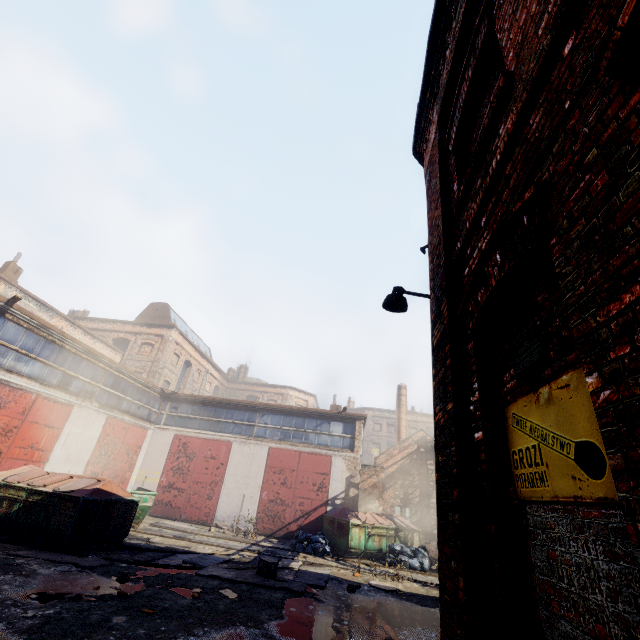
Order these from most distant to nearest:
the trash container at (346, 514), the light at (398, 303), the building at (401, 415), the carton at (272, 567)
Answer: the building at (401, 415), the trash container at (346, 514), the carton at (272, 567), the light at (398, 303)

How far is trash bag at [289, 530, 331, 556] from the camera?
A: 13.2 meters

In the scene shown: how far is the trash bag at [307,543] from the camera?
13.2 meters

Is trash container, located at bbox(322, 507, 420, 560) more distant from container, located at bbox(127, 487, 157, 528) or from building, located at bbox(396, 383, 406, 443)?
building, located at bbox(396, 383, 406, 443)

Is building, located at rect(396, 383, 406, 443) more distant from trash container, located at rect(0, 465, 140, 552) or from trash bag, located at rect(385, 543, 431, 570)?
trash container, located at rect(0, 465, 140, 552)

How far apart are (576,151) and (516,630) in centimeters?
276cm

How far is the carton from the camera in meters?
8.9 m

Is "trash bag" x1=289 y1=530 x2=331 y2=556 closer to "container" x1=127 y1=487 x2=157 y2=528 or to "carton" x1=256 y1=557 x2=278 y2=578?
"carton" x1=256 y1=557 x2=278 y2=578
